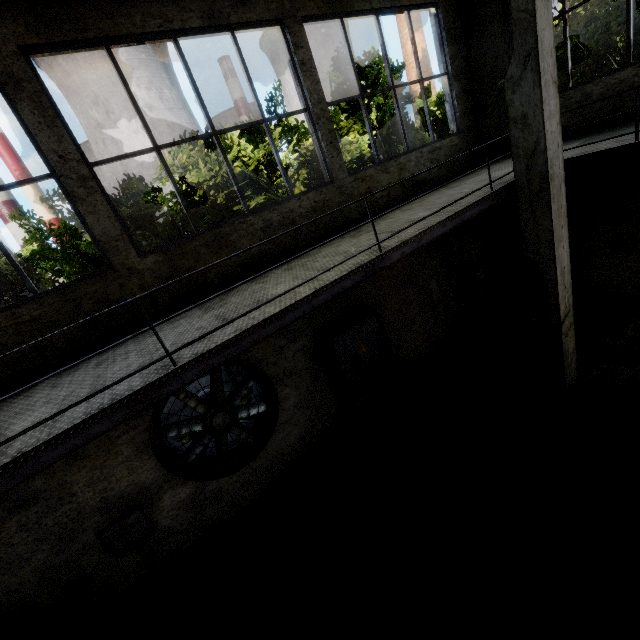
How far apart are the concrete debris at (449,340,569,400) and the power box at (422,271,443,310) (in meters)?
1.43

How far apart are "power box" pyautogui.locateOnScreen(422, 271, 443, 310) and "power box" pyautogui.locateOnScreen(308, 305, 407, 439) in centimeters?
193cm

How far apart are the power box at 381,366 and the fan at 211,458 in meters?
0.9

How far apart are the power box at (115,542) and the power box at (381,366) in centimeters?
373cm

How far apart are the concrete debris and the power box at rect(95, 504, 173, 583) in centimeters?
653cm

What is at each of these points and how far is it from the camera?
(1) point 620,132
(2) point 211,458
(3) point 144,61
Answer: (1) elevated walkway, 5.48m
(2) fan, 6.09m
(3) chimney, 58.91m

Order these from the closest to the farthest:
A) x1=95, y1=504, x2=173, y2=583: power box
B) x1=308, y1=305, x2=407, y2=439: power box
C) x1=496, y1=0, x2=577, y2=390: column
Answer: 1. x1=496, y1=0, x2=577, y2=390: column
2. x1=95, y1=504, x2=173, y2=583: power box
3. x1=308, y1=305, x2=407, y2=439: power box

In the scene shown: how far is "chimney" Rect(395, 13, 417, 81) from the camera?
55.6m
